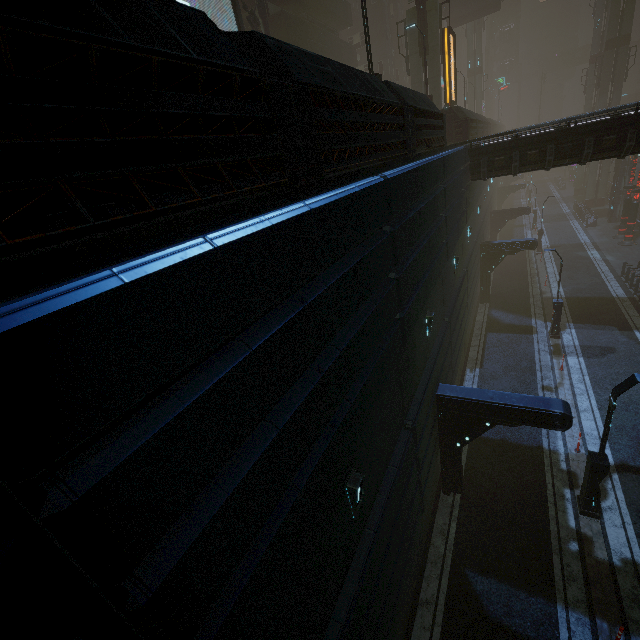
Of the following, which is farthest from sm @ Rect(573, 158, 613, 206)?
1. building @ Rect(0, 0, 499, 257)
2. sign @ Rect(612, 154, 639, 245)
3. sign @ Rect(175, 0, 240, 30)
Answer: sign @ Rect(612, 154, 639, 245)

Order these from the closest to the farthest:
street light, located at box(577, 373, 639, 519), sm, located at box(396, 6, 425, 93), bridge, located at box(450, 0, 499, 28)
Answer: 1. street light, located at box(577, 373, 639, 519)
2. sm, located at box(396, 6, 425, 93)
3. bridge, located at box(450, 0, 499, 28)

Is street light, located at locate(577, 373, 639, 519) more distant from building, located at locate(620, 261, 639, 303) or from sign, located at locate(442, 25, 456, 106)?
sign, located at locate(442, 25, 456, 106)

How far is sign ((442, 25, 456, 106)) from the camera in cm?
1898

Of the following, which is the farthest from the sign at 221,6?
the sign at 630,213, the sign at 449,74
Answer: the sign at 630,213

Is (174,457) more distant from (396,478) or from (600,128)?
(600,128)

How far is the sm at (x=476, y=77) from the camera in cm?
4975
